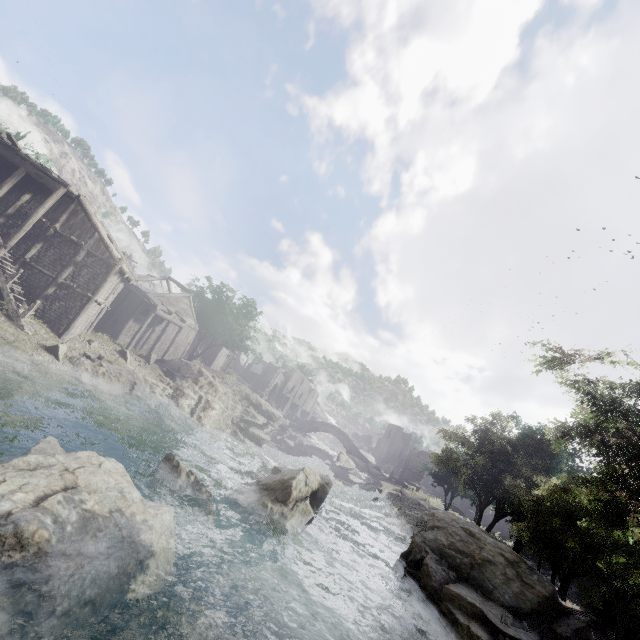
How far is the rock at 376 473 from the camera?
51.09m

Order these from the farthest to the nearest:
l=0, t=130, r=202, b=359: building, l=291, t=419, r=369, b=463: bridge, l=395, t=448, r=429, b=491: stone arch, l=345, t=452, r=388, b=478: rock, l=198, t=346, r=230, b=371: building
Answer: l=291, t=419, r=369, b=463: bridge < l=198, t=346, r=230, b=371: building < l=395, t=448, r=429, b=491: stone arch < l=345, t=452, r=388, b=478: rock < l=0, t=130, r=202, b=359: building

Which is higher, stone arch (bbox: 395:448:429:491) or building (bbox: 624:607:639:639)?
stone arch (bbox: 395:448:429:491)

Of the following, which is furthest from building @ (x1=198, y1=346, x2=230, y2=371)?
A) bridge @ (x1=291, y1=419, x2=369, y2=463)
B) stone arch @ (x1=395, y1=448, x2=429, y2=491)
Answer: bridge @ (x1=291, y1=419, x2=369, y2=463)

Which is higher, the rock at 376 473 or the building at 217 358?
the building at 217 358

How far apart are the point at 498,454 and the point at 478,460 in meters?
1.7

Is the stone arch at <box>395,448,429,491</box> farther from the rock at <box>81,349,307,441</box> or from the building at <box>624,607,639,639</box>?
the rock at <box>81,349,307,441</box>

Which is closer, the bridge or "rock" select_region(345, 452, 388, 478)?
"rock" select_region(345, 452, 388, 478)
